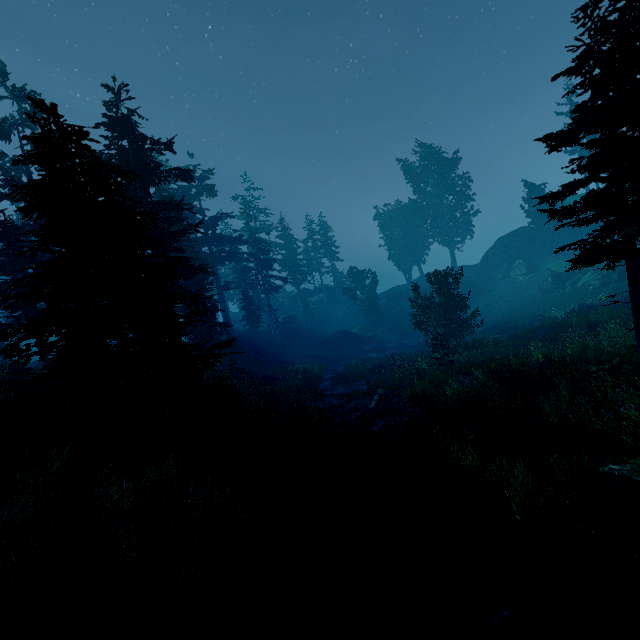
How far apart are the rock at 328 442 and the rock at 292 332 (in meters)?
36.69

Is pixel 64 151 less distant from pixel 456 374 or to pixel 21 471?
pixel 21 471

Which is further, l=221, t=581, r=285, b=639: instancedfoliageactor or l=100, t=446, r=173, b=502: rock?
l=100, t=446, r=173, b=502: rock

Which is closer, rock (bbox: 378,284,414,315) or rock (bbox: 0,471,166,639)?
rock (bbox: 0,471,166,639)

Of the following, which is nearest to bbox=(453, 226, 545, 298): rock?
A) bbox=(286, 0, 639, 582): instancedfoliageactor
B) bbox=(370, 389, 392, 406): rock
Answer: bbox=(286, 0, 639, 582): instancedfoliageactor

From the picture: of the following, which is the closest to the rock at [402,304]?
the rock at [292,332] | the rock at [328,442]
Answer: the rock at [292,332]

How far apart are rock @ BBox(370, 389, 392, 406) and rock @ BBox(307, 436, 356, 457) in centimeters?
647cm

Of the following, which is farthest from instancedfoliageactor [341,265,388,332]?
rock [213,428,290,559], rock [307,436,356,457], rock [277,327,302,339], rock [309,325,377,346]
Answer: rock [309,325,377,346]
